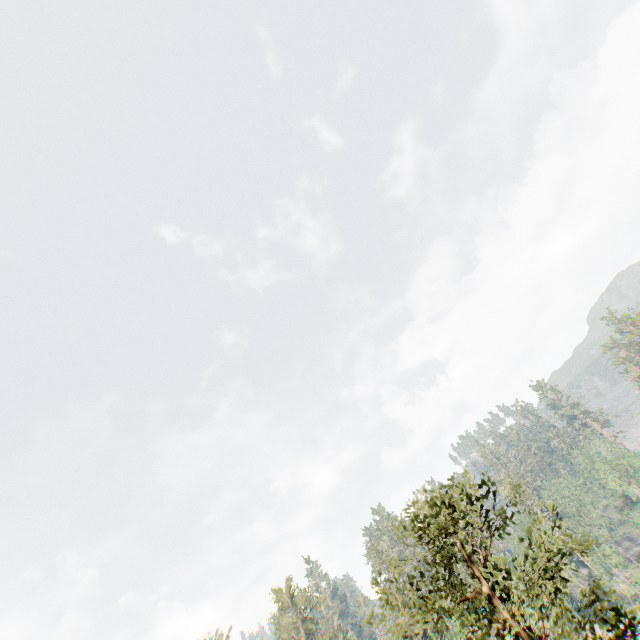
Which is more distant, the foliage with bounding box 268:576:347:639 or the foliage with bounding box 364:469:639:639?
the foliage with bounding box 268:576:347:639

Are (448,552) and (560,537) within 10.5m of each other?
yes

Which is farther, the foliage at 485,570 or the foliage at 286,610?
the foliage at 286,610

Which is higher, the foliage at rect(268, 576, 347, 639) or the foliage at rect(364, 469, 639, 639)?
the foliage at rect(268, 576, 347, 639)

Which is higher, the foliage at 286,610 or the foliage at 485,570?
the foliage at 286,610
